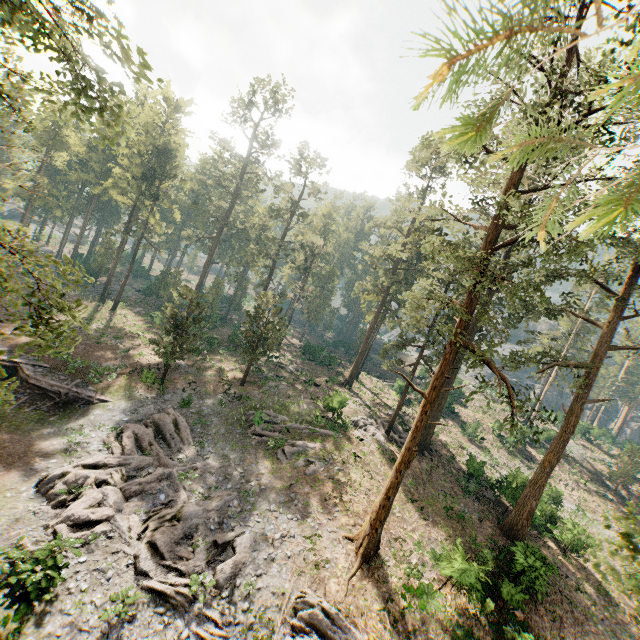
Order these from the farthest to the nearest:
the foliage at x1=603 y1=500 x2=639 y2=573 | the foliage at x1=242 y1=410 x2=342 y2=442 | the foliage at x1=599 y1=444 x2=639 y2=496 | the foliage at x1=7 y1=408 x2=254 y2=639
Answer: the foliage at x1=599 y1=444 x2=639 y2=496
the foliage at x1=242 y1=410 x2=342 y2=442
the foliage at x1=7 y1=408 x2=254 y2=639
the foliage at x1=603 y1=500 x2=639 y2=573

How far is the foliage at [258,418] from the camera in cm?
2597

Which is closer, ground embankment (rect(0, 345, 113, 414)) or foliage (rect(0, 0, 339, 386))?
foliage (rect(0, 0, 339, 386))

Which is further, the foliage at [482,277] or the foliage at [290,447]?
the foliage at [290,447]

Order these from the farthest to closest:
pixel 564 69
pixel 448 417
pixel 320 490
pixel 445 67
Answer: pixel 448 417, pixel 320 490, pixel 564 69, pixel 445 67

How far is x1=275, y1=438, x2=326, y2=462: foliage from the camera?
24.6m

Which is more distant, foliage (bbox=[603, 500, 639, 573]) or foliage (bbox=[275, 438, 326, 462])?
foliage (bbox=[275, 438, 326, 462])
